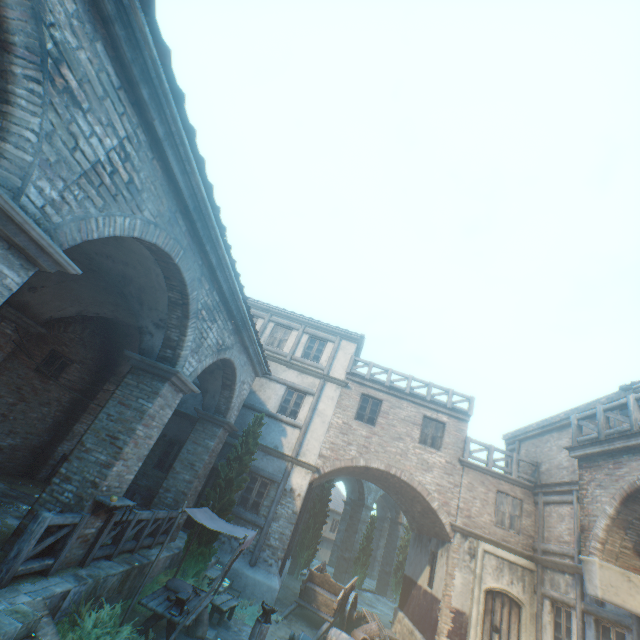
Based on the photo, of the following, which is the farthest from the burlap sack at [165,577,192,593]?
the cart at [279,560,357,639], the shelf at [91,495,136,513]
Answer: the cart at [279,560,357,639]

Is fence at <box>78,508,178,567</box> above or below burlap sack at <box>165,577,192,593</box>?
above

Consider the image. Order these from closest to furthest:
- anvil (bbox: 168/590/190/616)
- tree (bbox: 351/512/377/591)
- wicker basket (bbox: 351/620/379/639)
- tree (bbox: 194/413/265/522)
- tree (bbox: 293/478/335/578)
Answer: anvil (bbox: 168/590/190/616), tree (bbox: 194/413/265/522), wicker basket (bbox: 351/620/379/639), tree (bbox: 293/478/335/578), tree (bbox: 351/512/377/591)

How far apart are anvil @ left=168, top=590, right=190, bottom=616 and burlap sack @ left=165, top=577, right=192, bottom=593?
0.7 meters

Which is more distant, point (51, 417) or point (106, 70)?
point (51, 417)

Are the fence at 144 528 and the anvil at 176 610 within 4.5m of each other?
yes

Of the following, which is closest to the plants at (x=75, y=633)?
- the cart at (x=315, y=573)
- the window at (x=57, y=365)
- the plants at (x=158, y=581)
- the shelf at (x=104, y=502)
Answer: the shelf at (x=104, y=502)

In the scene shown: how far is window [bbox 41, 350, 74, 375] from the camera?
10.3m
